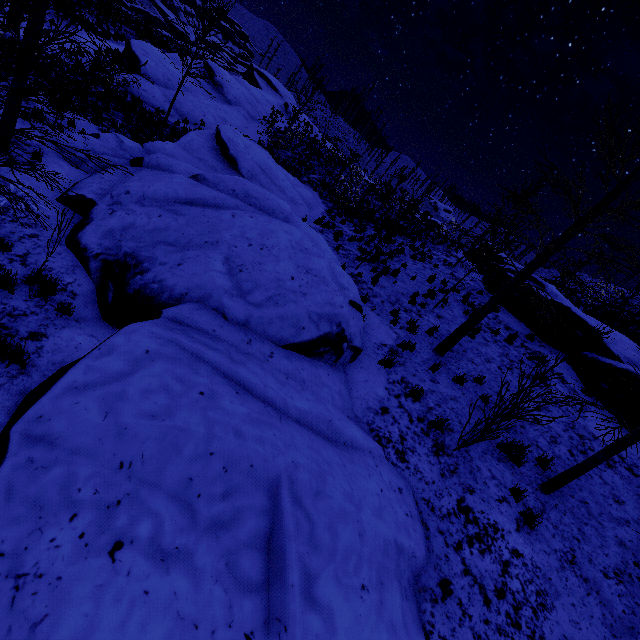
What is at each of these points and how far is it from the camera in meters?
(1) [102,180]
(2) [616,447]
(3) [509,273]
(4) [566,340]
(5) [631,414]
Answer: (1) rock, 8.5
(2) instancedfoliageactor, 5.9
(3) rock, 16.0
(4) rock, 12.3
(5) rock, 9.3

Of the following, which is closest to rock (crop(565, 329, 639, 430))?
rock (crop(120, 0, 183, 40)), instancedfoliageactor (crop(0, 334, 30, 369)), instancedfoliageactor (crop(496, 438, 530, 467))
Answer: instancedfoliageactor (crop(496, 438, 530, 467))

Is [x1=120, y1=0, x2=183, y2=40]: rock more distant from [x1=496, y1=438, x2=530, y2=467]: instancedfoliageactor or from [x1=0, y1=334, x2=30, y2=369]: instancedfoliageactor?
[x1=0, y1=334, x2=30, y2=369]: instancedfoliageactor

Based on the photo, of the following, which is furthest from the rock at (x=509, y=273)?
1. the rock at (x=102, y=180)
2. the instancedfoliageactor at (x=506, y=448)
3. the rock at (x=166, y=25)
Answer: the rock at (x=166, y=25)

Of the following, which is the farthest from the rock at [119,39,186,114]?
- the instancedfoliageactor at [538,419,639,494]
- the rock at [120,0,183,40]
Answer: the rock at [120,0,183,40]

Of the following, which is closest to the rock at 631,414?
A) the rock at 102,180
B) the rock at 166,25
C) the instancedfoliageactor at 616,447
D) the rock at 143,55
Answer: the instancedfoliageactor at 616,447

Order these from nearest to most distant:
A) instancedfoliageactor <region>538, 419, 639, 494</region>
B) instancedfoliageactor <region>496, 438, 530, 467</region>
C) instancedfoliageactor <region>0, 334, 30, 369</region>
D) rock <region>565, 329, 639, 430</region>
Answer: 1. instancedfoliageactor <region>0, 334, 30, 369</region>
2. instancedfoliageactor <region>538, 419, 639, 494</region>
3. instancedfoliageactor <region>496, 438, 530, 467</region>
4. rock <region>565, 329, 639, 430</region>

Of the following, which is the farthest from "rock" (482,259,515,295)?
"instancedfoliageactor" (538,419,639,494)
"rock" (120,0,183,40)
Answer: "rock" (120,0,183,40)
